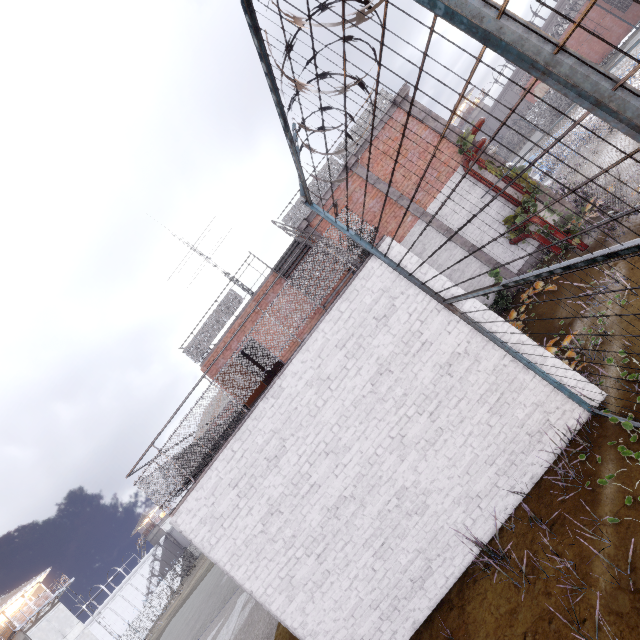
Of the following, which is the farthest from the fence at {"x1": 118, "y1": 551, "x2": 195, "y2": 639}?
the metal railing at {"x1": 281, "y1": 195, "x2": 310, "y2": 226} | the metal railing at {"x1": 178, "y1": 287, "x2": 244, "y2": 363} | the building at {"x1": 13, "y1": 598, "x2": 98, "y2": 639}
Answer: the metal railing at {"x1": 178, "y1": 287, "x2": 244, "y2": 363}

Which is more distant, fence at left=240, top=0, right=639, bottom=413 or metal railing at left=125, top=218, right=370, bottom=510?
metal railing at left=125, top=218, right=370, bottom=510

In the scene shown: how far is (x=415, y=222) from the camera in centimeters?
1116cm

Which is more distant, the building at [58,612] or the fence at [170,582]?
the fence at [170,582]

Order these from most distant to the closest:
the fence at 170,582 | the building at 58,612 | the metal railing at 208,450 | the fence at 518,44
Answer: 1. the fence at 170,582
2. the building at 58,612
3. the metal railing at 208,450
4. the fence at 518,44

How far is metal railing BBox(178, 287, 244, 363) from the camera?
11.7m

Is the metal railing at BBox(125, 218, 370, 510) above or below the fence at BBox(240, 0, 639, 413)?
above

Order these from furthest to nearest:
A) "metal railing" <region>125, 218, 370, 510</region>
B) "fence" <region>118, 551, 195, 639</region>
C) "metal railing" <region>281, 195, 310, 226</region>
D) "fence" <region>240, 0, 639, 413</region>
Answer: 1. "fence" <region>118, 551, 195, 639</region>
2. "metal railing" <region>281, 195, 310, 226</region>
3. "metal railing" <region>125, 218, 370, 510</region>
4. "fence" <region>240, 0, 639, 413</region>
